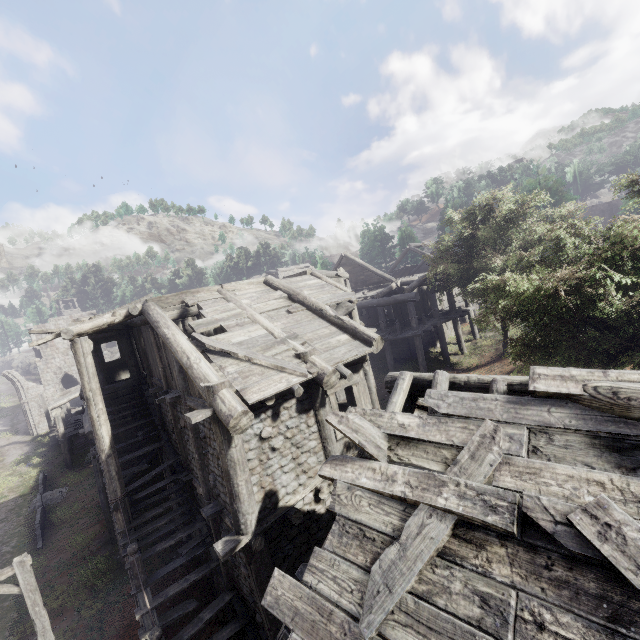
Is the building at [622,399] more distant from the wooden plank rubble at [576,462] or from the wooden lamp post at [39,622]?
the wooden lamp post at [39,622]

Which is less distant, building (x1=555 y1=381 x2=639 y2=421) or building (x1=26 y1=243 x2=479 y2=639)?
building (x1=555 y1=381 x2=639 y2=421)

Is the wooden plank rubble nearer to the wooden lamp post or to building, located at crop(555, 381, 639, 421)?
building, located at crop(555, 381, 639, 421)

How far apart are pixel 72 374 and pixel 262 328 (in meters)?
34.38

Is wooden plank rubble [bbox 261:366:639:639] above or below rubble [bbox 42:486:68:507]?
above

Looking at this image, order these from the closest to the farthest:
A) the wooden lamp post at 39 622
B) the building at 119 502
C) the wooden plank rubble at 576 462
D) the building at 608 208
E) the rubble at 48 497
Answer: the wooden plank rubble at 576 462, the building at 119 502, the wooden lamp post at 39 622, the rubble at 48 497, the building at 608 208

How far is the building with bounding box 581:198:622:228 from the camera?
39.9m

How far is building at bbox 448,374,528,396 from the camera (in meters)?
4.12
